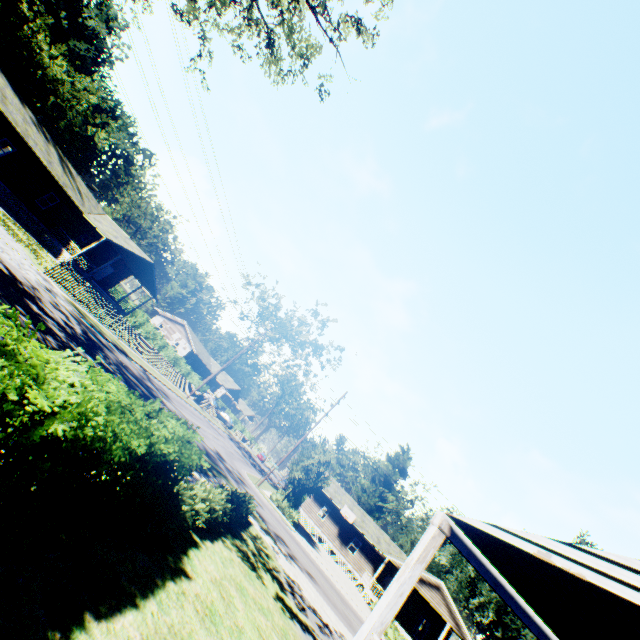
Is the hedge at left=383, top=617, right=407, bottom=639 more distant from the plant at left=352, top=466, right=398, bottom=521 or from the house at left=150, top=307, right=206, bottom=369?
the house at left=150, top=307, right=206, bottom=369

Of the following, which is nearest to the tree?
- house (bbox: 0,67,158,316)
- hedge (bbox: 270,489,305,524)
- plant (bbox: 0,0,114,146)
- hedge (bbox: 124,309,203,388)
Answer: hedge (bbox: 270,489,305,524)

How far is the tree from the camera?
29.3 meters

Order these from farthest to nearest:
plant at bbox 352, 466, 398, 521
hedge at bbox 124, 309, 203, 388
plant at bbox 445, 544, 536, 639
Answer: plant at bbox 352, 466, 398, 521 < plant at bbox 445, 544, 536, 639 < hedge at bbox 124, 309, 203, 388

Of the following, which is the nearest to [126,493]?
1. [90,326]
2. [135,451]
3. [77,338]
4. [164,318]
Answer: [135,451]

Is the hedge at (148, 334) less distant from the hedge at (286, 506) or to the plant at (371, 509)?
the hedge at (286, 506)

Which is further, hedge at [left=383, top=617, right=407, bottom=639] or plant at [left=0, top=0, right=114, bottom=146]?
plant at [left=0, top=0, right=114, bottom=146]

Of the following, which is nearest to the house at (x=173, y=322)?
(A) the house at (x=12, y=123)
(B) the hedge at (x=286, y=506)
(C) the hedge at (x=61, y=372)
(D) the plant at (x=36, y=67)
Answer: (A) the house at (x=12, y=123)
